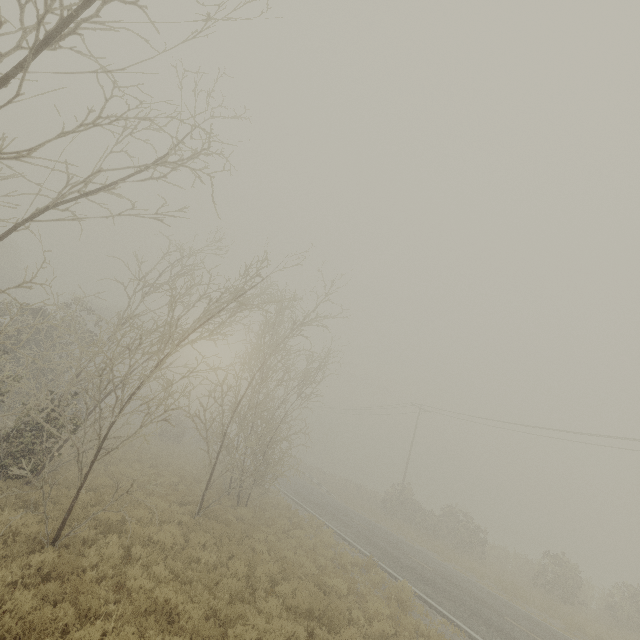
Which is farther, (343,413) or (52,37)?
(343,413)
